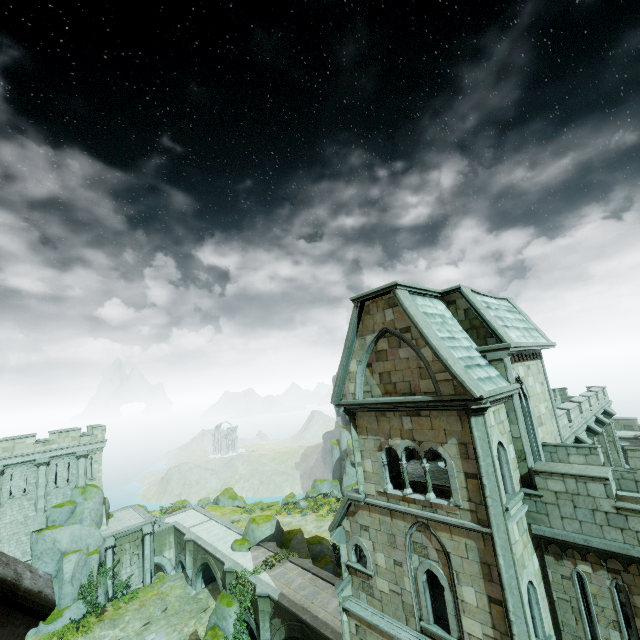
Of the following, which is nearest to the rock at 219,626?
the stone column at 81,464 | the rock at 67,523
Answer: the rock at 67,523

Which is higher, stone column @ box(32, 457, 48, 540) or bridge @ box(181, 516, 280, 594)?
stone column @ box(32, 457, 48, 540)

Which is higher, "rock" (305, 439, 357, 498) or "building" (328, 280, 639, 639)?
"building" (328, 280, 639, 639)

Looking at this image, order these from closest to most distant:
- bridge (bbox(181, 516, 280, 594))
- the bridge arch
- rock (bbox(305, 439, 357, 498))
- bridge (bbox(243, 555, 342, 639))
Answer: bridge (bbox(243, 555, 342, 639))
bridge (bbox(181, 516, 280, 594))
the bridge arch
rock (bbox(305, 439, 357, 498))

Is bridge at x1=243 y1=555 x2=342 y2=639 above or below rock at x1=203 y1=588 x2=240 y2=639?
above

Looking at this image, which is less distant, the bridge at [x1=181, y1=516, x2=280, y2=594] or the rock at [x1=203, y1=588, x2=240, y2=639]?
the rock at [x1=203, y1=588, x2=240, y2=639]

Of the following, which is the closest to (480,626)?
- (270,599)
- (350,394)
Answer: (350,394)

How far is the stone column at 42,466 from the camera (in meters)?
29.79
